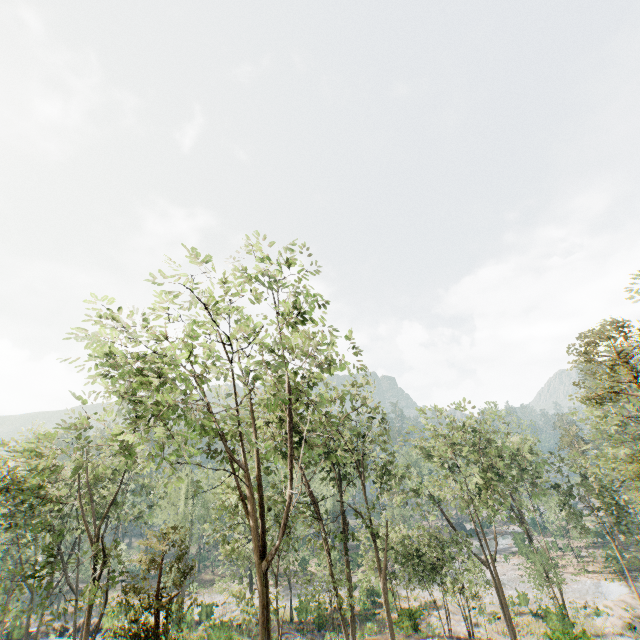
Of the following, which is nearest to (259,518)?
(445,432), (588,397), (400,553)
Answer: (588,397)
